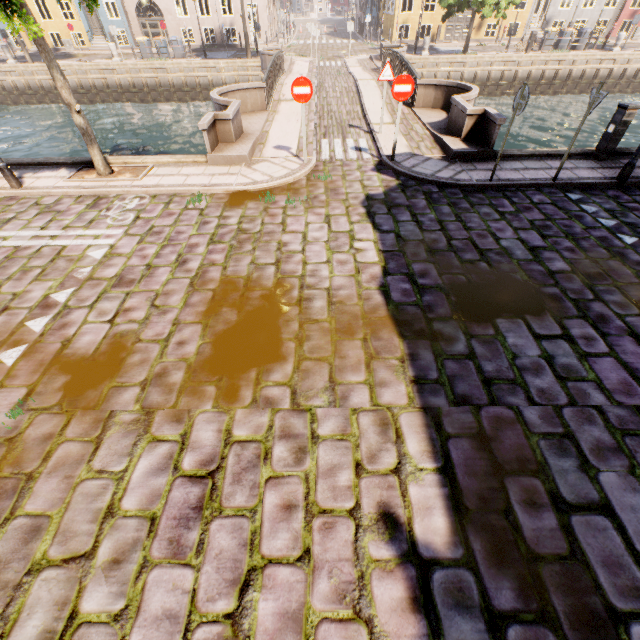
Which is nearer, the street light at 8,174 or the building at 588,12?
the street light at 8,174

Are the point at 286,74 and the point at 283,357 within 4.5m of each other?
no

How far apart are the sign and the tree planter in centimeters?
427cm

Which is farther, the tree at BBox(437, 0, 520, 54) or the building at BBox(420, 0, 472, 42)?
the building at BBox(420, 0, 472, 42)

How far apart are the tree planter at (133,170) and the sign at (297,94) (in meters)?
4.27

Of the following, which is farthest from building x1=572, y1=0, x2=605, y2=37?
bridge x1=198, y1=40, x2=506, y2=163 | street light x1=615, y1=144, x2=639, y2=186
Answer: street light x1=615, y1=144, x2=639, y2=186

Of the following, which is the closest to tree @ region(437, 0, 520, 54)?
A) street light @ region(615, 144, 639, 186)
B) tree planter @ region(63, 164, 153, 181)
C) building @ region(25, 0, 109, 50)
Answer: tree planter @ region(63, 164, 153, 181)

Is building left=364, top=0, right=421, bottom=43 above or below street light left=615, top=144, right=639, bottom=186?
above
